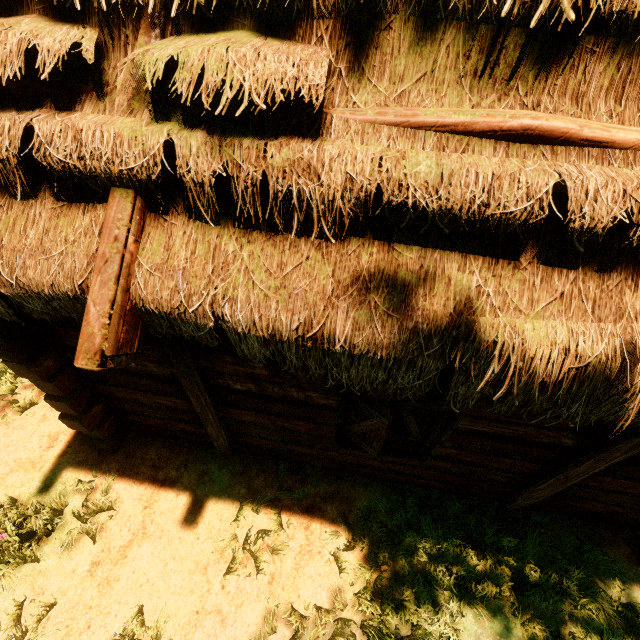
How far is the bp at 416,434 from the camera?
3.1 meters

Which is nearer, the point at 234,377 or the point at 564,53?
the point at 564,53

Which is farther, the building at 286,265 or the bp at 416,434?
the bp at 416,434

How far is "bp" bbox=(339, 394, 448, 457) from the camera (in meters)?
3.11

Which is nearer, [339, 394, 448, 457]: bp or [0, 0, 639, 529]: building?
[0, 0, 639, 529]: building
